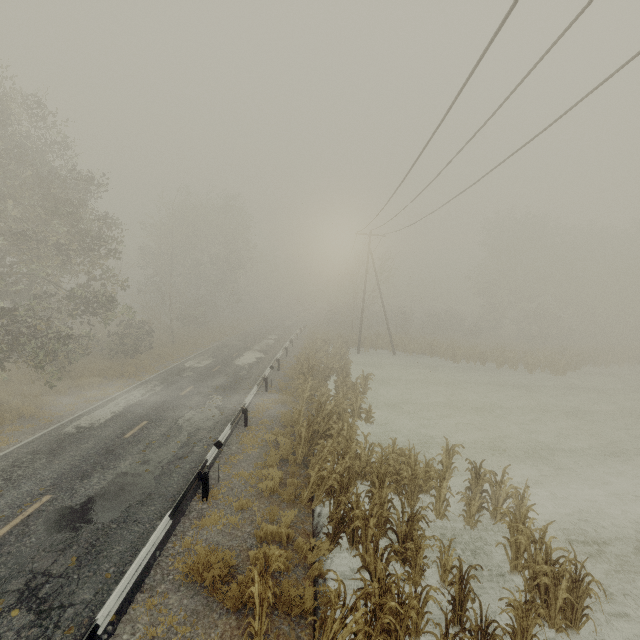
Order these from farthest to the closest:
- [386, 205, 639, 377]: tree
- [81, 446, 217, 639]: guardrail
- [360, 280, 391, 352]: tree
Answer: [360, 280, 391, 352]: tree, [386, 205, 639, 377]: tree, [81, 446, 217, 639]: guardrail

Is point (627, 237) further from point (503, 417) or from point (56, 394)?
point (56, 394)

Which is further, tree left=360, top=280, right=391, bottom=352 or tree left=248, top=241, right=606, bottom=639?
tree left=360, top=280, right=391, bottom=352

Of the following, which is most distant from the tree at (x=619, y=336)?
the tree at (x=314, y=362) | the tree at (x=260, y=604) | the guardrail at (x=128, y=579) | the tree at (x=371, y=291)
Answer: the tree at (x=260, y=604)

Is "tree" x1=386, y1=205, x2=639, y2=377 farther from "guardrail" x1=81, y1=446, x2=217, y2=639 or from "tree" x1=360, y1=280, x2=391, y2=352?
"guardrail" x1=81, y1=446, x2=217, y2=639

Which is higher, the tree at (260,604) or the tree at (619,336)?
the tree at (619,336)

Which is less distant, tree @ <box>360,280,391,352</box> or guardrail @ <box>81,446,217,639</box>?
guardrail @ <box>81,446,217,639</box>

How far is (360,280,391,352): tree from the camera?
34.41m
